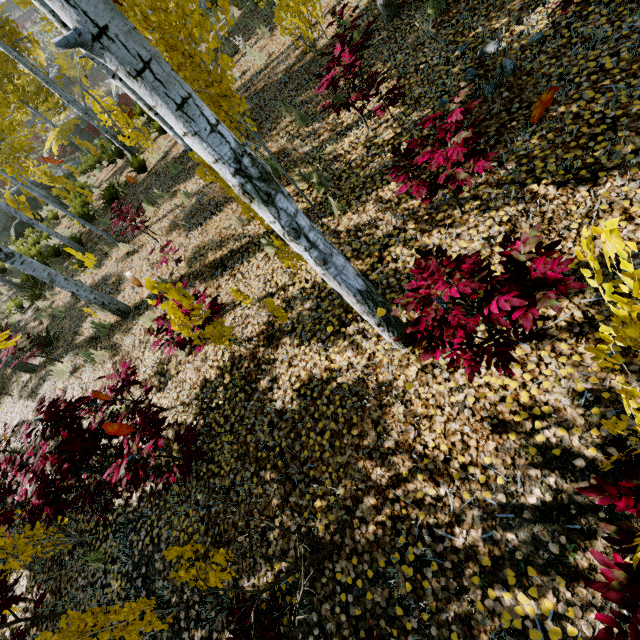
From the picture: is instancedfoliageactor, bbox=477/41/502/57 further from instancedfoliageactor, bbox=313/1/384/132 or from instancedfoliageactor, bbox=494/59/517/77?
instancedfoliageactor, bbox=313/1/384/132

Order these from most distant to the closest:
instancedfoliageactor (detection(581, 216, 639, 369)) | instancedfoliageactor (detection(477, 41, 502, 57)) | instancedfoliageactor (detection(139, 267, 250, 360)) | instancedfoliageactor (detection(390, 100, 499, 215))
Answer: instancedfoliageactor (detection(477, 41, 502, 57)) < instancedfoliageactor (detection(139, 267, 250, 360)) < instancedfoliageactor (detection(390, 100, 499, 215)) < instancedfoliageactor (detection(581, 216, 639, 369))

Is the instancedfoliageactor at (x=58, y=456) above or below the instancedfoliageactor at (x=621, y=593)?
above

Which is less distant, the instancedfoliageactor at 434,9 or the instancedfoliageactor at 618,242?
the instancedfoliageactor at 618,242

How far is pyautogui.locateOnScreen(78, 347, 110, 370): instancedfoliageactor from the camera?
6.5m

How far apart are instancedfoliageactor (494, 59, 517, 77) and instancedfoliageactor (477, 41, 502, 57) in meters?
0.3

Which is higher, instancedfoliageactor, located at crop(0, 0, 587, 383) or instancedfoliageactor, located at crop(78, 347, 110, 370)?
instancedfoliageactor, located at crop(0, 0, 587, 383)

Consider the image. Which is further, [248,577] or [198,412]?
[198,412]
